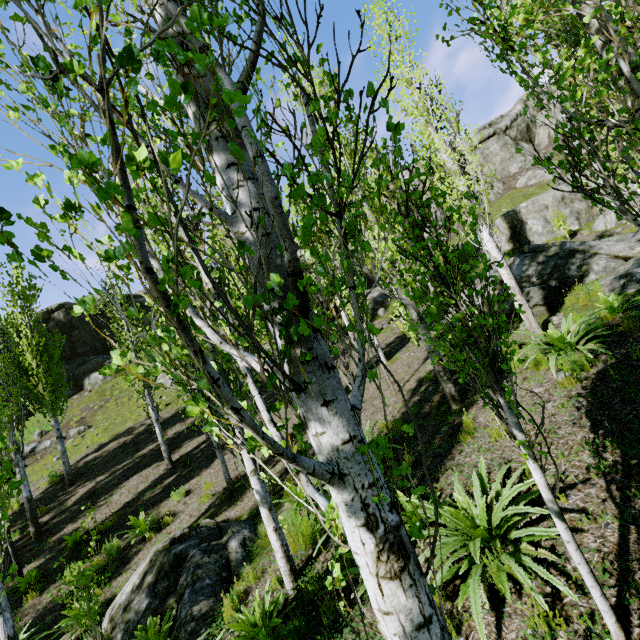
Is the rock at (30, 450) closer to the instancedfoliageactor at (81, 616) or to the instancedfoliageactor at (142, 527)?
the instancedfoliageactor at (81, 616)

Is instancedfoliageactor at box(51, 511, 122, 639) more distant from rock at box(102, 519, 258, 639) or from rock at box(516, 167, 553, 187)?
rock at box(516, 167, 553, 187)

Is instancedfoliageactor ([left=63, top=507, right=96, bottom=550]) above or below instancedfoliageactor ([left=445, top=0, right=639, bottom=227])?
below

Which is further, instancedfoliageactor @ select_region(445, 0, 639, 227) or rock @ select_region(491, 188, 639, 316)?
rock @ select_region(491, 188, 639, 316)

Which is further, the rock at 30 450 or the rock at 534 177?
the rock at 534 177

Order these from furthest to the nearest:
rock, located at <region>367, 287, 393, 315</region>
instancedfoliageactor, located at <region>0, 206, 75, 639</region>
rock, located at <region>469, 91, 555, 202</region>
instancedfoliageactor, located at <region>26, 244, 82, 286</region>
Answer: rock, located at <region>469, 91, 555, 202</region>, rock, located at <region>367, 287, 393, 315</region>, instancedfoliageactor, located at <region>0, 206, 75, 639</region>, instancedfoliageactor, located at <region>26, 244, 82, 286</region>

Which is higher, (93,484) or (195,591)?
(93,484)

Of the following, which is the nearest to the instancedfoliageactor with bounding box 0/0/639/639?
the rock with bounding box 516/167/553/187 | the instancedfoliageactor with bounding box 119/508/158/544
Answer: the instancedfoliageactor with bounding box 119/508/158/544
